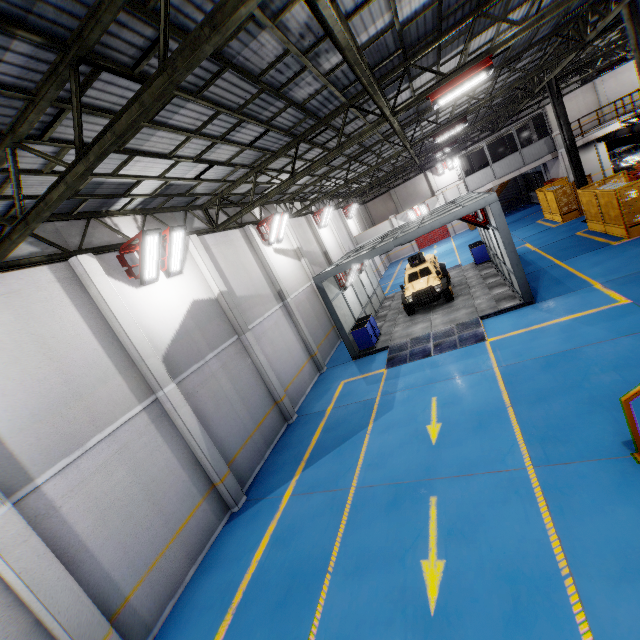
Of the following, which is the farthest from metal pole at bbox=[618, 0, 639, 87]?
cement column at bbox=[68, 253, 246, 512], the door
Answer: the door

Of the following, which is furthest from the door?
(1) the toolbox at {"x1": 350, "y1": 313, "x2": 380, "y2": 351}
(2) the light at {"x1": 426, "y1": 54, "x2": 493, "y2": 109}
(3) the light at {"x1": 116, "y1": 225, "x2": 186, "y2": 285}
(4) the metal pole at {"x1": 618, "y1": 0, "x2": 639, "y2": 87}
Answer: (3) the light at {"x1": 116, "y1": 225, "x2": 186, "y2": 285}

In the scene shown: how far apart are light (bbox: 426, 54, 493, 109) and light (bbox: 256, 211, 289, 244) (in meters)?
8.03

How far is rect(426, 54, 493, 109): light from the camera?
8.4 meters

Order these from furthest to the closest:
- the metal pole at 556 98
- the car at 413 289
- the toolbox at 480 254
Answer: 1. the toolbox at 480 254
2. the metal pole at 556 98
3. the car at 413 289

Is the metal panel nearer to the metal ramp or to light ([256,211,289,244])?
the metal ramp

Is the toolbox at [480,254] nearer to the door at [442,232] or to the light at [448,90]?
the light at [448,90]

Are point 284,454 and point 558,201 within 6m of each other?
no
